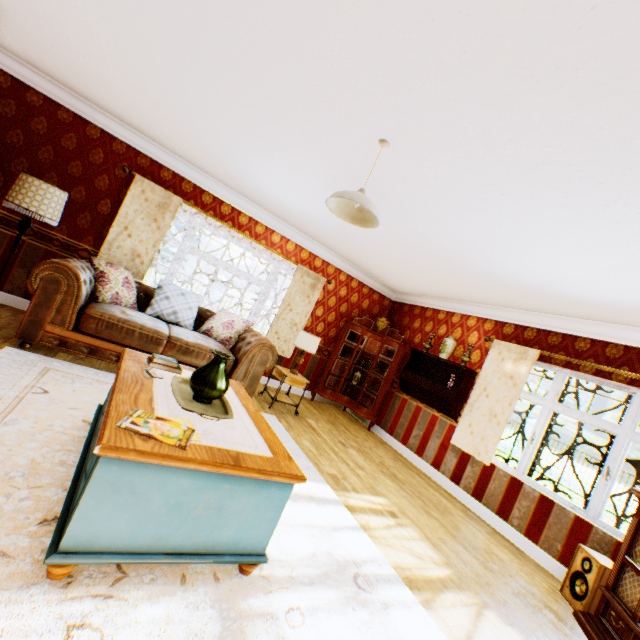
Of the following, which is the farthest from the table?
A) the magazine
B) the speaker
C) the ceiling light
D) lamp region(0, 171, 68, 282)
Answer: the speaker

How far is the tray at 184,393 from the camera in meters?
2.1

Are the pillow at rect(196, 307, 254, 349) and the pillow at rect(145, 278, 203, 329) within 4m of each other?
yes

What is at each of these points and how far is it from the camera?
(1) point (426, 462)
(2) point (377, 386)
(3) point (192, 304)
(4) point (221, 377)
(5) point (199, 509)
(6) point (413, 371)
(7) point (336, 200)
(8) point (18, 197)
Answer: (1) building, 5.7 meters
(2) cabinet, 7.2 meters
(3) pillow, 5.2 meters
(4) vase, 2.3 meters
(5) table, 1.7 meters
(6) shelf, 6.7 meters
(7) ceiling light, 2.8 meters
(8) lamp, 3.7 meters

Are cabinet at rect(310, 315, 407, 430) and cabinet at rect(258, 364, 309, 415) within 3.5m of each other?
yes

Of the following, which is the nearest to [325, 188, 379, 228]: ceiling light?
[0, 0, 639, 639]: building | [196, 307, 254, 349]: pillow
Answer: [0, 0, 639, 639]: building

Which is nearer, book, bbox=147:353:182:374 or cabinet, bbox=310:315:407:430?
book, bbox=147:353:182:374

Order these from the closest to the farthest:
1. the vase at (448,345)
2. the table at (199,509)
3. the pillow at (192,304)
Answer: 1. the table at (199,509)
2. the pillow at (192,304)
3. the vase at (448,345)
